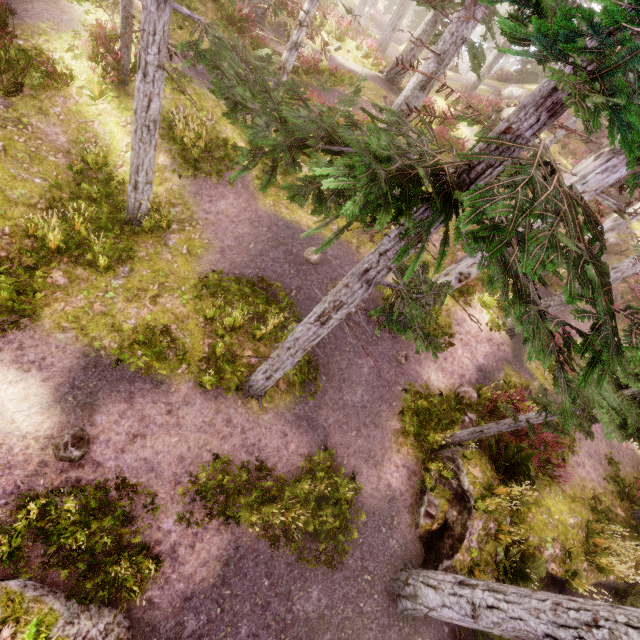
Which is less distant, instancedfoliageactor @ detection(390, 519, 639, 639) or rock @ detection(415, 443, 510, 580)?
instancedfoliageactor @ detection(390, 519, 639, 639)

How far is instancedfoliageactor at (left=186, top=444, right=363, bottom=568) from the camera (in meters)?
6.99

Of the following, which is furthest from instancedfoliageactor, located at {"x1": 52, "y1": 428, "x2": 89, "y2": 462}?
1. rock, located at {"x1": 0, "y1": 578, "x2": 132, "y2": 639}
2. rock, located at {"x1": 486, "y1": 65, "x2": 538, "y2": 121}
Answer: rock, located at {"x1": 0, "y1": 578, "x2": 132, "y2": 639}

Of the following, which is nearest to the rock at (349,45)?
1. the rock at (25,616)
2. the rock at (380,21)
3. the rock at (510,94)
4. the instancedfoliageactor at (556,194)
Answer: the instancedfoliageactor at (556,194)

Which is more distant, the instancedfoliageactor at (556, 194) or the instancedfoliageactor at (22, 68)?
the instancedfoliageactor at (22, 68)

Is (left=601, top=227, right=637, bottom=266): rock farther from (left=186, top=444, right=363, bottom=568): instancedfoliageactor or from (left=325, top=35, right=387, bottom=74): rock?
(left=325, top=35, right=387, bottom=74): rock

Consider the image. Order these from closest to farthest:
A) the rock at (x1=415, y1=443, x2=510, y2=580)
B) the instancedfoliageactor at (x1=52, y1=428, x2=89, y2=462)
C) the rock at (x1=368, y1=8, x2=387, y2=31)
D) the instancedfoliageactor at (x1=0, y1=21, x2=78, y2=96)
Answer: the instancedfoliageactor at (x1=52, y1=428, x2=89, y2=462), the rock at (x1=415, y1=443, x2=510, y2=580), the instancedfoliageactor at (x1=0, y1=21, x2=78, y2=96), the rock at (x1=368, y1=8, x2=387, y2=31)

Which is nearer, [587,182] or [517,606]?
[517,606]
